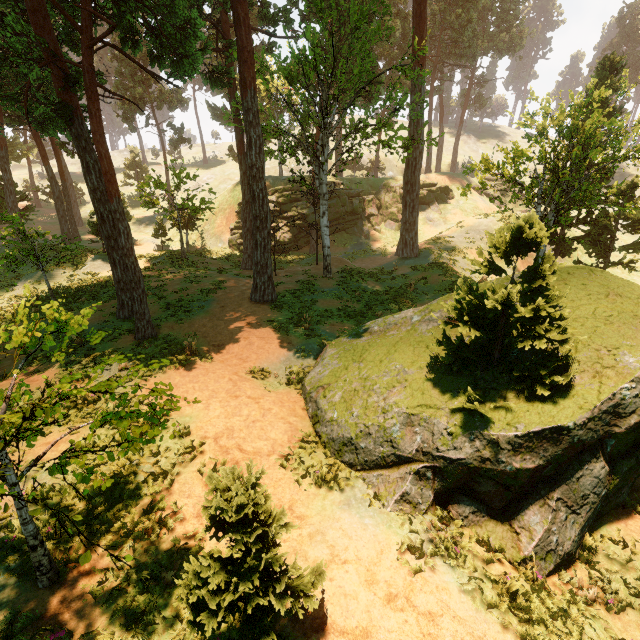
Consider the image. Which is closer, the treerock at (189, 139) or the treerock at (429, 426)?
the treerock at (429, 426)

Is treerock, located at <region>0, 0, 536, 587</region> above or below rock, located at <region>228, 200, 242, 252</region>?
above

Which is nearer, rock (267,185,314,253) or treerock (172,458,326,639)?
treerock (172,458,326,639)

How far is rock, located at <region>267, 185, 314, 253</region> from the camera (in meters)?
34.62

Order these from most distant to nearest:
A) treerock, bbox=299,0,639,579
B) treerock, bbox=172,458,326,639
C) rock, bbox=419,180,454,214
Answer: rock, bbox=419,180,454,214, treerock, bbox=299,0,639,579, treerock, bbox=172,458,326,639

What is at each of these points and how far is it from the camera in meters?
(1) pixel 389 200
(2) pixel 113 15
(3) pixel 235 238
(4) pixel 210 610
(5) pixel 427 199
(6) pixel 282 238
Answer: (1) rock, 40.2
(2) treerock, 13.2
(3) rock, 35.8
(4) treerock, 4.0
(5) rock, 40.5
(6) rock, 34.7

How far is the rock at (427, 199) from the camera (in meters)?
40.12
